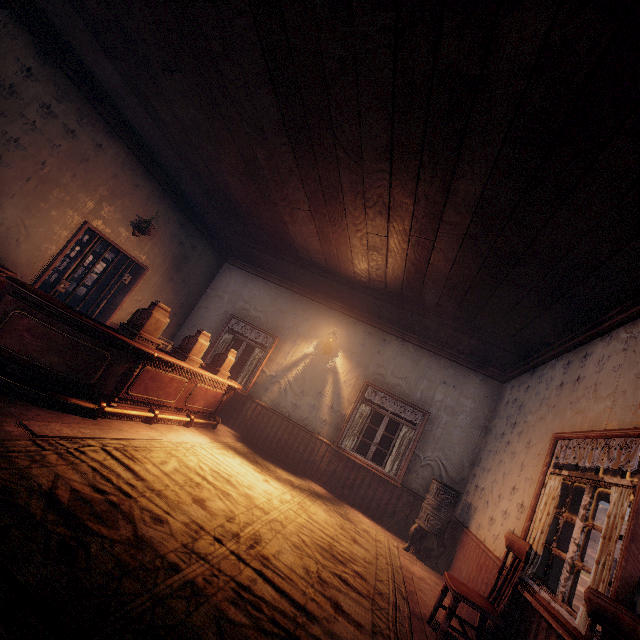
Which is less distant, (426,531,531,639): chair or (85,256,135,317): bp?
(426,531,531,639): chair

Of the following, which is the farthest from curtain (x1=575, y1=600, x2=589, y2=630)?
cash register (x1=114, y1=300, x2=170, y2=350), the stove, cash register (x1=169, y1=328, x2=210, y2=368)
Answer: cash register (x1=114, y1=300, x2=170, y2=350)

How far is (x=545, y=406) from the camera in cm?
453

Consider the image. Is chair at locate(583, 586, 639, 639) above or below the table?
above

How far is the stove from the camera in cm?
551

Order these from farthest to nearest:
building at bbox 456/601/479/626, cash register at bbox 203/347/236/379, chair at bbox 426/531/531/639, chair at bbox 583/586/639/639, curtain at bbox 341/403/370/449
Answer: curtain at bbox 341/403/370/449 → cash register at bbox 203/347/236/379 → building at bbox 456/601/479/626 → chair at bbox 426/531/531/639 → chair at bbox 583/586/639/639

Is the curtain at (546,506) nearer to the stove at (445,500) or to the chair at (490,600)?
the chair at (490,600)

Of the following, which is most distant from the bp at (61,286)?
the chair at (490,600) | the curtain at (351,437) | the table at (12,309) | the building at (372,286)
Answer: the chair at (490,600)
